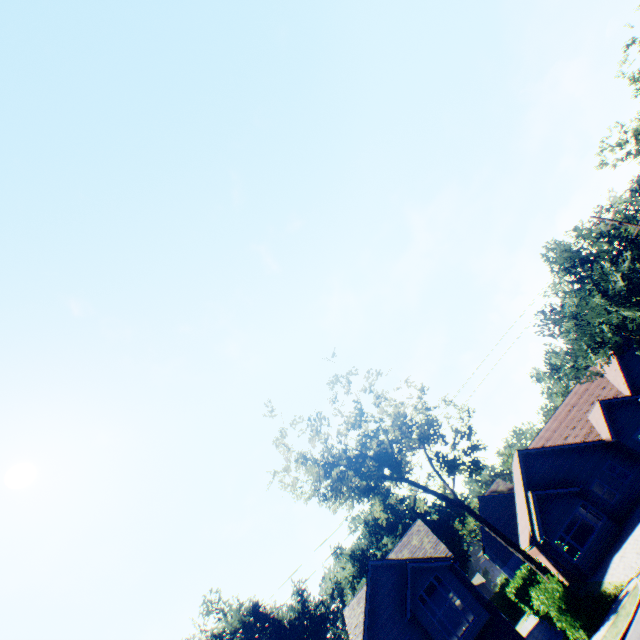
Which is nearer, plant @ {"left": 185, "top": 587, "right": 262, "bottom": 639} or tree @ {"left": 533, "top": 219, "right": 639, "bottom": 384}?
tree @ {"left": 533, "top": 219, "right": 639, "bottom": 384}

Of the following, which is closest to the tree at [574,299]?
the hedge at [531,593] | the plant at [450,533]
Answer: the hedge at [531,593]

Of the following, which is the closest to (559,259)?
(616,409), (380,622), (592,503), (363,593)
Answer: (616,409)

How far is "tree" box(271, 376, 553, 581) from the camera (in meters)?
20.66

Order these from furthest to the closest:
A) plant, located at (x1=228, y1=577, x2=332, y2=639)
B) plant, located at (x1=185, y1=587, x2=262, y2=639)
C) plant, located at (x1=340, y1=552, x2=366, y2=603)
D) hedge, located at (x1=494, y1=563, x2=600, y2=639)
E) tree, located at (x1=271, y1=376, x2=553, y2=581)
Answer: plant, located at (x1=340, y1=552, x2=366, y2=603), plant, located at (x1=228, y1=577, x2=332, y2=639), plant, located at (x1=185, y1=587, x2=262, y2=639), tree, located at (x1=271, y1=376, x2=553, y2=581), hedge, located at (x1=494, y1=563, x2=600, y2=639)

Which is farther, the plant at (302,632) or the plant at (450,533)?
the plant at (450,533)

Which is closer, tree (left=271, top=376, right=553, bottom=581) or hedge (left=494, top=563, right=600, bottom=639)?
hedge (left=494, top=563, right=600, bottom=639)

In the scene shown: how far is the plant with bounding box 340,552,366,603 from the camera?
55.0m
